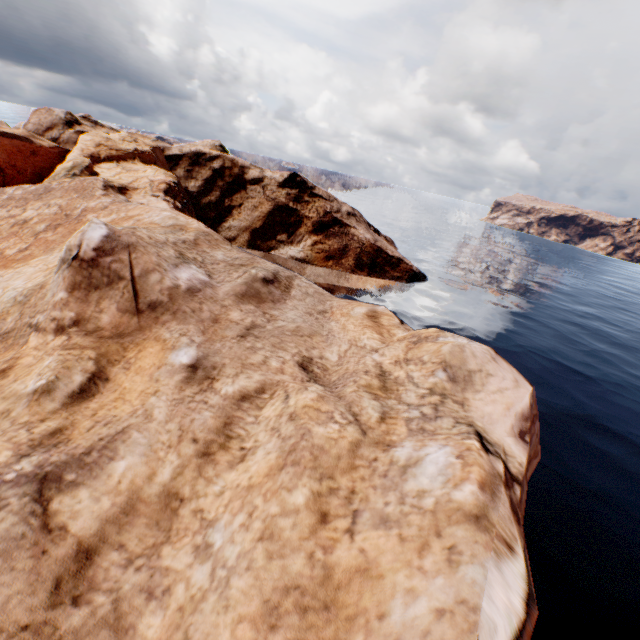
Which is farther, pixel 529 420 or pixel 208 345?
pixel 208 345
